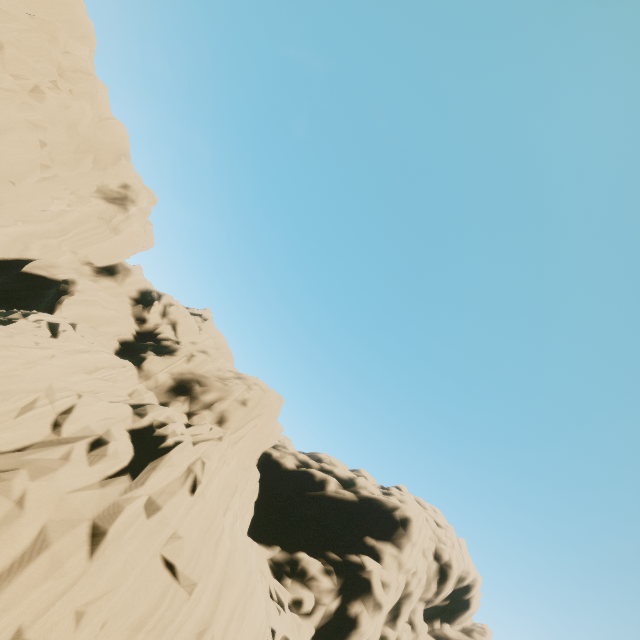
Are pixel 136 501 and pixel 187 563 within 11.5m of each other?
yes
